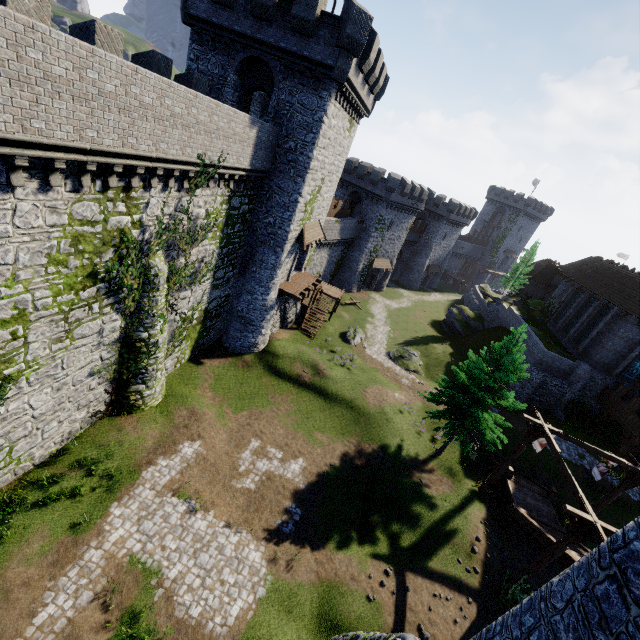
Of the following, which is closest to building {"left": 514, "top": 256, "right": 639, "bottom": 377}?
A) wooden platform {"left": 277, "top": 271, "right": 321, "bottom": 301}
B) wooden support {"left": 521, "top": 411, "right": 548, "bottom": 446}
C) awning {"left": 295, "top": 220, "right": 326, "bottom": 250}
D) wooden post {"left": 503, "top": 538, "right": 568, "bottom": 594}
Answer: wooden support {"left": 521, "top": 411, "right": 548, "bottom": 446}

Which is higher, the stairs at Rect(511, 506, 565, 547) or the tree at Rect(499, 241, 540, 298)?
the tree at Rect(499, 241, 540, 298)

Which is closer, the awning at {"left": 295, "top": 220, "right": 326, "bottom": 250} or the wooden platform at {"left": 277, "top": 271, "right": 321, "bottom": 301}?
the awning at {"left": 295, "top": 220, "right": 326, "bottom": 250}

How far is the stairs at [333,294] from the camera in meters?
33.2

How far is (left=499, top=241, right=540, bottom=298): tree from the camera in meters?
46.0 m

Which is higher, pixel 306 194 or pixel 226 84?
pixel 226 84

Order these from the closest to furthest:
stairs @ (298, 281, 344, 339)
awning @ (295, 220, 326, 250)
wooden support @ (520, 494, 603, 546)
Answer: wooden support @ (520, 494, 603, 546) < awning @ (295, 220, 326, 250) < stairs @ (298, 281, 344, 339)

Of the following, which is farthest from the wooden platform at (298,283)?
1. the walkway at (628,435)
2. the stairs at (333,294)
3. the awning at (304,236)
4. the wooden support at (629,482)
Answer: the walkway at (628,435)
